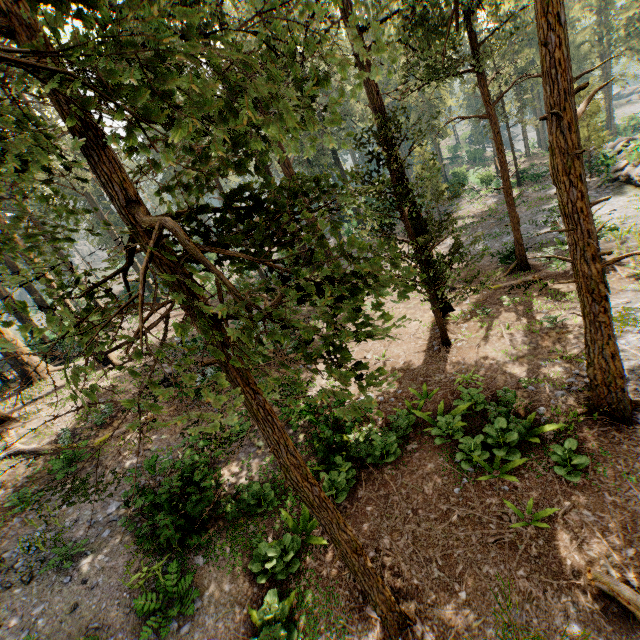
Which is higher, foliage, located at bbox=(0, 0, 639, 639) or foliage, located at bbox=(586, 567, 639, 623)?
foliage, located at bbox=(0, 0, 639, 639)

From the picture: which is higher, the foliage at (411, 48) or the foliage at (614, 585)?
the foliage at (411, 48)

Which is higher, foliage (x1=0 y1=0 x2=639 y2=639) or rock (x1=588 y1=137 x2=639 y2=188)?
A: foliage (x1=0 y1=0 x2=639 y2=639)

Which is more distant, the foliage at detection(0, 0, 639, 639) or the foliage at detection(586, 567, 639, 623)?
the foliage at detection(586, 567, 639, 623)

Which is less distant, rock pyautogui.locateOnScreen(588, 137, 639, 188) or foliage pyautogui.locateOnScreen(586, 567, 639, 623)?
foliage pyautogui.locateOnScreen(586, 567, 639, 623)

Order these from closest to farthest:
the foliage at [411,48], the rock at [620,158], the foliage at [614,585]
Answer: the foliage at [411,48] < the foliage at [614,585] < the rock at [620,158]

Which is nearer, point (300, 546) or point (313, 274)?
point (313, 274)
